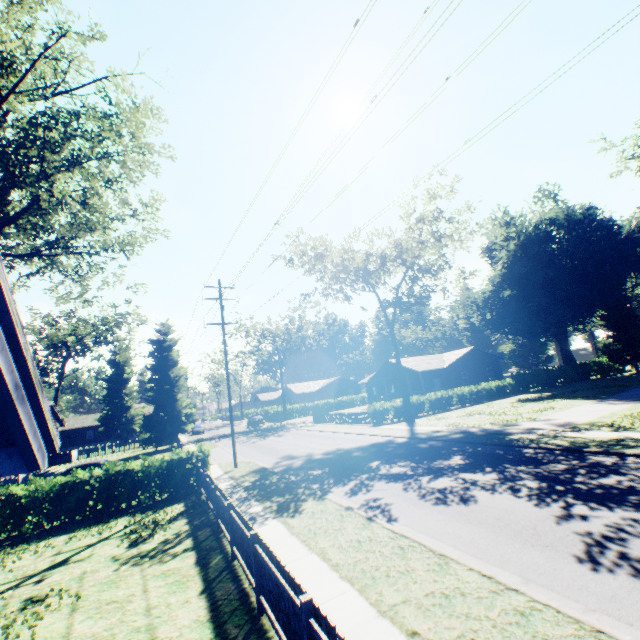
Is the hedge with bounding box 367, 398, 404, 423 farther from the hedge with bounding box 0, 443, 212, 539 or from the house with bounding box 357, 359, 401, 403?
the hedge with bounding box 0, 443, 212, 539

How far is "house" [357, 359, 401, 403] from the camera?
44.8 meters

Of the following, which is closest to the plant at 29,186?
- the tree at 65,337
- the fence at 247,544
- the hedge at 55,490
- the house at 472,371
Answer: the tree at 65,337

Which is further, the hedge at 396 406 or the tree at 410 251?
the hedge at 396 406

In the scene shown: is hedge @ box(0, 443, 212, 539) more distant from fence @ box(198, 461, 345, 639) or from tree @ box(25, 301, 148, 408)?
tree @ box(25, 301, 148, 408)

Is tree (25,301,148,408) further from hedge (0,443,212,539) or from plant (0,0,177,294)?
hedge (0,443,212,539)

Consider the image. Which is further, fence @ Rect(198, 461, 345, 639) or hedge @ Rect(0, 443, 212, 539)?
hedge @ Rect(0, 443, 212, 539)

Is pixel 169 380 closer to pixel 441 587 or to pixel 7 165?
pixel 7 165
